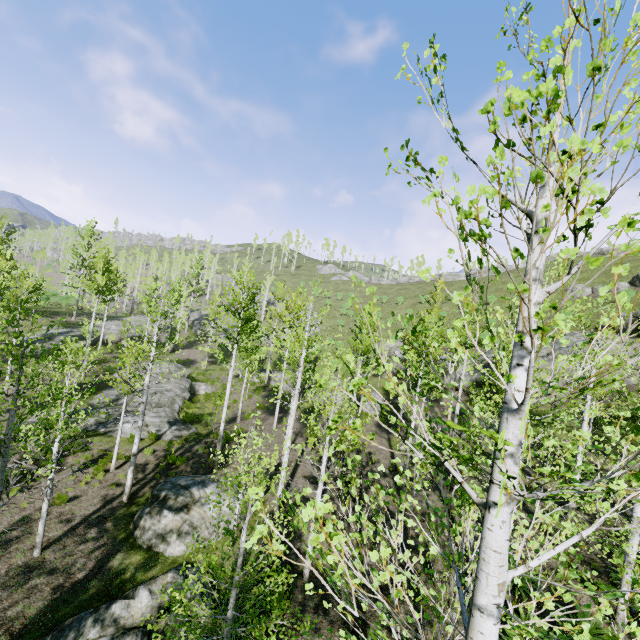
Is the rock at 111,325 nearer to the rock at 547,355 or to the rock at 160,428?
the rock at 160,428

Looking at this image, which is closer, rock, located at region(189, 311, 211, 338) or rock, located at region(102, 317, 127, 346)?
rock, located at region(102, 317, 127, 346)

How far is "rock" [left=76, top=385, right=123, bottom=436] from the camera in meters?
18.4 m

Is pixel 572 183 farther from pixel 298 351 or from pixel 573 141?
pixel 298 351

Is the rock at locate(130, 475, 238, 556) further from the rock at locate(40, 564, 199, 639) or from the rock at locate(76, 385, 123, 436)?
the rock at locate(76, 385, 123, 436)

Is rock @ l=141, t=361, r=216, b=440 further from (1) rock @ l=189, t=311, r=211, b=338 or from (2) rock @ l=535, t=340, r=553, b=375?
(2) rock @ l=535, t=340, r=553, b=375

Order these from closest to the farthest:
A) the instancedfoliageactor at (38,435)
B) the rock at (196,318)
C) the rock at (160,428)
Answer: the instancedfoliageactor at (38,435)
the rock at (160,428)
the rock at (196,318)
